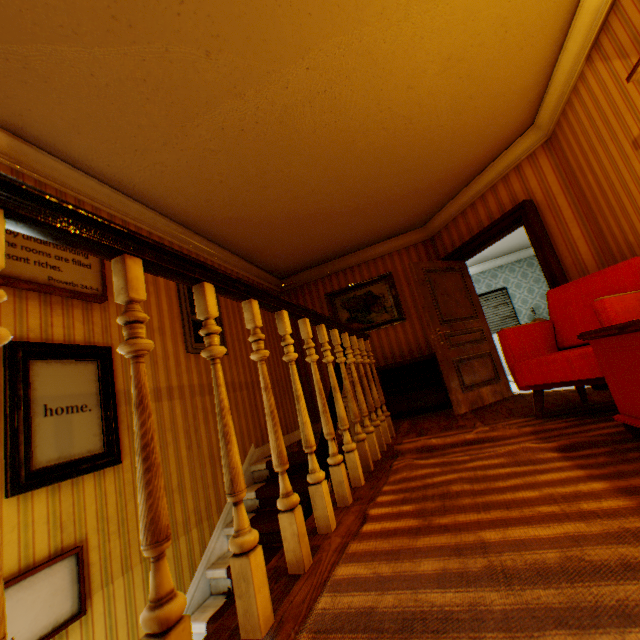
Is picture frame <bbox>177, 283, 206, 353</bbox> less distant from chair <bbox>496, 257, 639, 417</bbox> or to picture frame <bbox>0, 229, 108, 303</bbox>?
picture frame <bbox>0, 229, 108, 303</bbox>

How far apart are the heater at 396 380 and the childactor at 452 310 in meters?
0.5

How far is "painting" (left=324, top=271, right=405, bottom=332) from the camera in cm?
602

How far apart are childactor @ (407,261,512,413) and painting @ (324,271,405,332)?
1.1 meters

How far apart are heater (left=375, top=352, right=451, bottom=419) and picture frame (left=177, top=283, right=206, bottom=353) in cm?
243

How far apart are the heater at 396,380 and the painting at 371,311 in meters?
0.8 m

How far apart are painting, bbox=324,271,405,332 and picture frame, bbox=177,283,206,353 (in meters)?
2.40

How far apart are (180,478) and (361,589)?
2.7 meters
